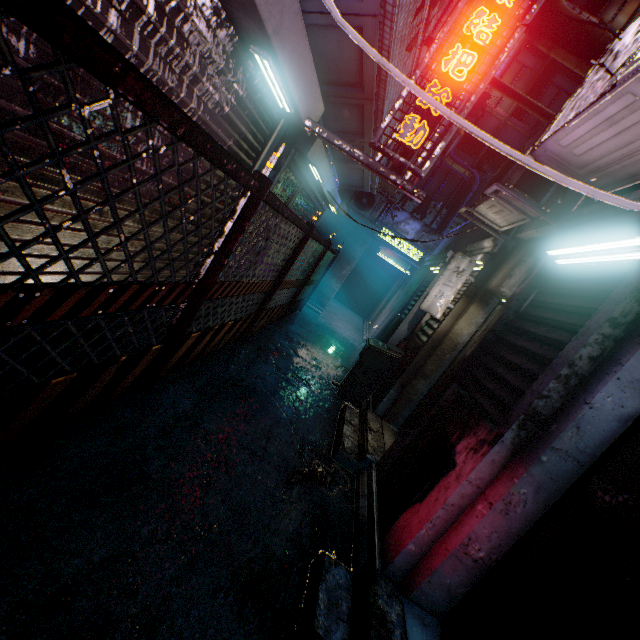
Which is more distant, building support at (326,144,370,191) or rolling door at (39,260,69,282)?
building support at (326,144,370,191)

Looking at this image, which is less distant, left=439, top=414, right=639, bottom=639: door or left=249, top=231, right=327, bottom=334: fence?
left=439, top=414, right=639, bottom=639: door

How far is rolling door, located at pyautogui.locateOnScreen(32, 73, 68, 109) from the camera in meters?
1.4 m

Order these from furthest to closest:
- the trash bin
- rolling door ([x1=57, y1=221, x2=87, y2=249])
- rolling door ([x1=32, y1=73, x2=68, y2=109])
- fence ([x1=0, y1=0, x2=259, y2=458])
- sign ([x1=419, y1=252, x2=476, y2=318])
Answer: the trash bin < sign ([x1=419, y1=252, x2=476, y2=318]) < rolling door ([x1=57, y1=221, x2=87, y2=249]) < rolling door ([x1=32, y1=73, x2=68, y2=109]) < fence ([x1=0, y1=0, x2=259, y2=458])

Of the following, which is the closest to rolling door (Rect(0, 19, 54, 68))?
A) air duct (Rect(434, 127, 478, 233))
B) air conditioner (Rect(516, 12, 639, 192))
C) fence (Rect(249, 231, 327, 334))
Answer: fence (Rect(249, 231, 327, 334))

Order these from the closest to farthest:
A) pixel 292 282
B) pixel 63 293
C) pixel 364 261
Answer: pixel 63 293, pixel 292 282, pixel 364 261

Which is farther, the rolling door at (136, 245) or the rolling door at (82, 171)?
the rolling door at (136, 245)

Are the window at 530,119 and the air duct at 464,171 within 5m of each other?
yes
